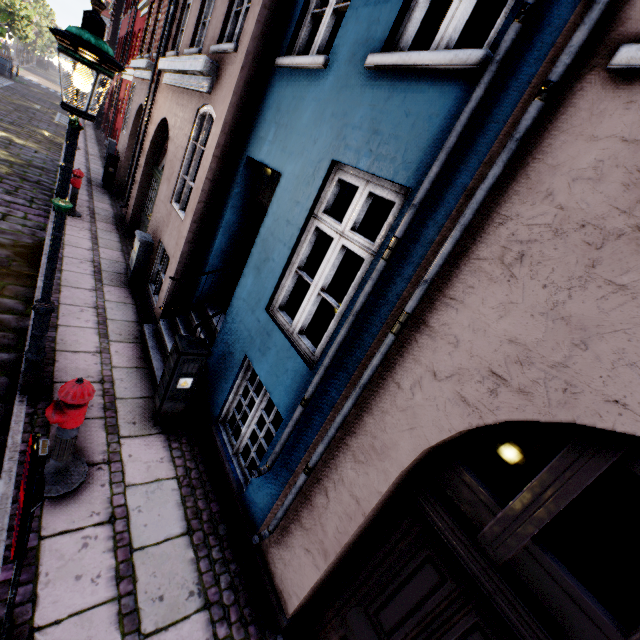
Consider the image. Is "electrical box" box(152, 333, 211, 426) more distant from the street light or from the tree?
the tree

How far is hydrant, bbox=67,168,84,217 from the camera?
8.4 meters

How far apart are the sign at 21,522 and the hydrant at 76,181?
9.42m

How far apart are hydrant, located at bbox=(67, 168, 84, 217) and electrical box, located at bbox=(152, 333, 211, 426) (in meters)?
7.46

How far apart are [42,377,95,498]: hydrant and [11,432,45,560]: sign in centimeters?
112cm

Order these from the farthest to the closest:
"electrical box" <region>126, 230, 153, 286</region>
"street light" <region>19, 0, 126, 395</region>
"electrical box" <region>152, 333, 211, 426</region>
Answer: "electrical box" <region>126, 230, 153, 286</region>, "electrical box" <region>152, 333, 211, 426</region>, "street light" <region>19, 0, 126, 395</region>

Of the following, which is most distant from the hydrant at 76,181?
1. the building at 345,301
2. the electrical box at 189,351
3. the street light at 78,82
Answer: the electrical box at 189,351

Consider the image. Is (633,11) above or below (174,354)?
above
